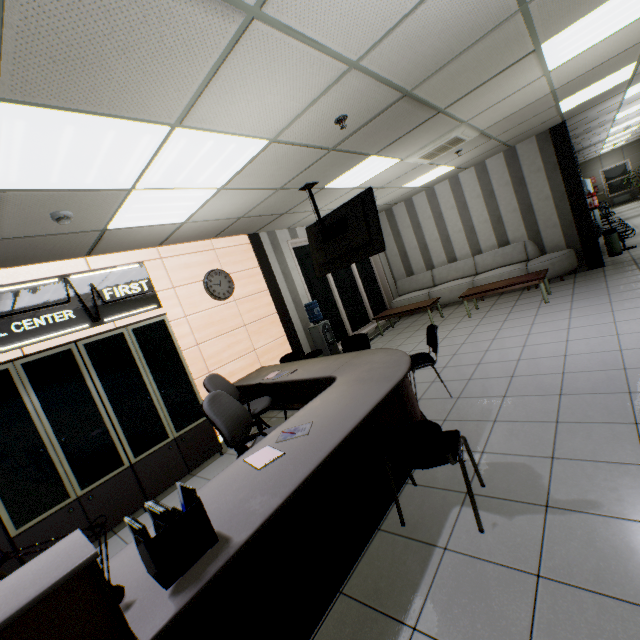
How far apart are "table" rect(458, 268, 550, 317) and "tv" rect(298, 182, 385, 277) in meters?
3.5

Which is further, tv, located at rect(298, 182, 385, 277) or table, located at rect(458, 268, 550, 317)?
table, located at rect(458, 268, 550, 317)

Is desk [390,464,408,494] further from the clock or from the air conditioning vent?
the air conditioning vent

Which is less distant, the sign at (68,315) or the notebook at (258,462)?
the notebook at (258,462)

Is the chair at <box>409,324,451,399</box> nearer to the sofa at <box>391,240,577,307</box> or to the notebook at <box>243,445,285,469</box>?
the notebook at <box>243,445,285,469</box>

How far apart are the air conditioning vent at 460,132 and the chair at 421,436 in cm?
442

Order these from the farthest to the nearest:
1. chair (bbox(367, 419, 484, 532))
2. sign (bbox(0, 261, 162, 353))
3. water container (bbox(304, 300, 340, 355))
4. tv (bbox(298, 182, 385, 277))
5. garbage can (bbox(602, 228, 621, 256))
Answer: garbage can (bbox(602, 228, 621, 256)), water container (bbox(304, 300, 340, 355)), tv (bbox(298, 182, 385, 277)), sign (bbox(0, 261, 162, 353)), chair (bbox(367, 419, 484, 532))

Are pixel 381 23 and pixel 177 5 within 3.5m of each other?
yes
